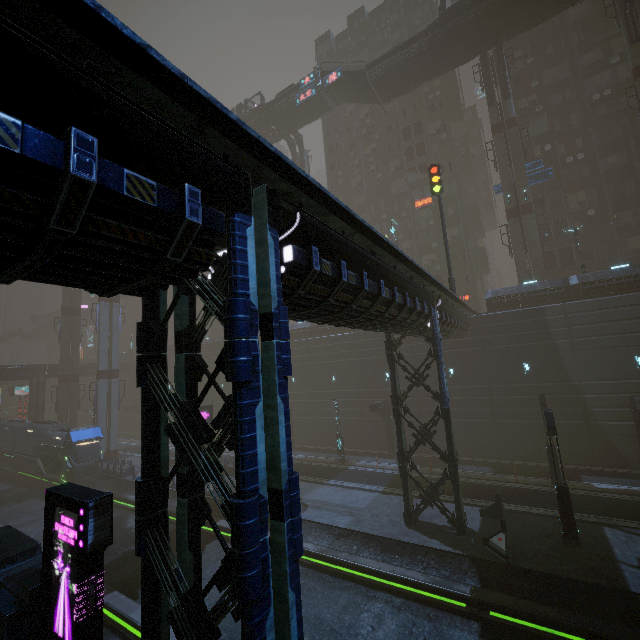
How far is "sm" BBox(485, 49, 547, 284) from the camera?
29.6m

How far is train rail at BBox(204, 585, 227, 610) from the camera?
13.62m

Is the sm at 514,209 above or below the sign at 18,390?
above

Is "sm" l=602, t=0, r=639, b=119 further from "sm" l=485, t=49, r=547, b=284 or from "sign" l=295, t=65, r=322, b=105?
"sign" l=295, t=65, r=322, b=105

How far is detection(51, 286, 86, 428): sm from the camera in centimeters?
4141cm

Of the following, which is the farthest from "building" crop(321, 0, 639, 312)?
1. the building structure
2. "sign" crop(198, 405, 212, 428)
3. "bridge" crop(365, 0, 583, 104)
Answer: the building structure

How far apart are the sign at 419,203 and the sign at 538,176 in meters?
10.4 m

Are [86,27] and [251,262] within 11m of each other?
yes
